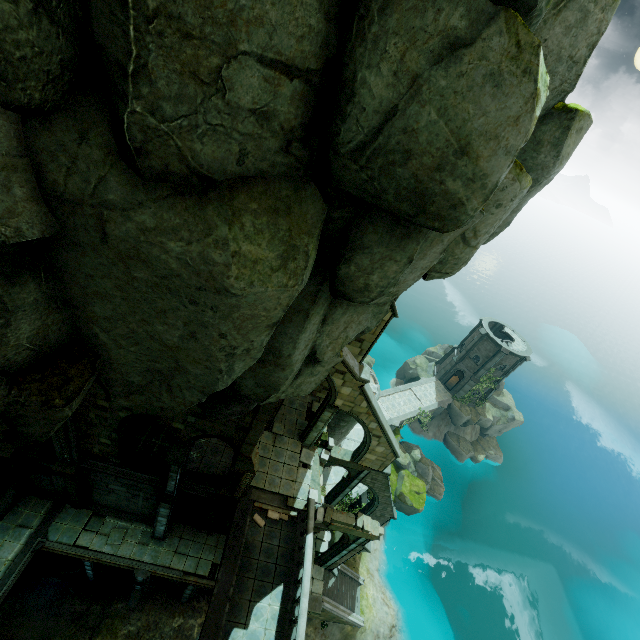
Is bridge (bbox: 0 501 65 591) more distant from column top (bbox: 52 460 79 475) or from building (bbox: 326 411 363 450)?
building (bbox: 326 411 363 450)

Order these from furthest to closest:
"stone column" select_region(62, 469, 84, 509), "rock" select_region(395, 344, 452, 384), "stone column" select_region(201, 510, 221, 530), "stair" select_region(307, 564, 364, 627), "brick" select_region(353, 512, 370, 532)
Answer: "rock" select_region(395, 344, 452, 384)
"stair" select_region(307, 564, 364, 627)
"stone column" select_region(201, 510, 221, 530)
"brick" select_region(353, 512, 370, 532)
"stone column" select_region(62, 469, 84, 509)

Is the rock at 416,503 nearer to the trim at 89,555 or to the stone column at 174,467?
the trim at 89,555

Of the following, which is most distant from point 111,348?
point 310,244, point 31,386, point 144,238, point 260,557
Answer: point 260,557

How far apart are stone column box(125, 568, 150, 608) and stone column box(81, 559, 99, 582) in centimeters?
224cm

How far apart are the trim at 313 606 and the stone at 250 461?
12.31m

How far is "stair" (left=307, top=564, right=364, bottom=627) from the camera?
22.8 meters

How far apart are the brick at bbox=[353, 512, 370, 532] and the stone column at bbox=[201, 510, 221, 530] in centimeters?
783cm
